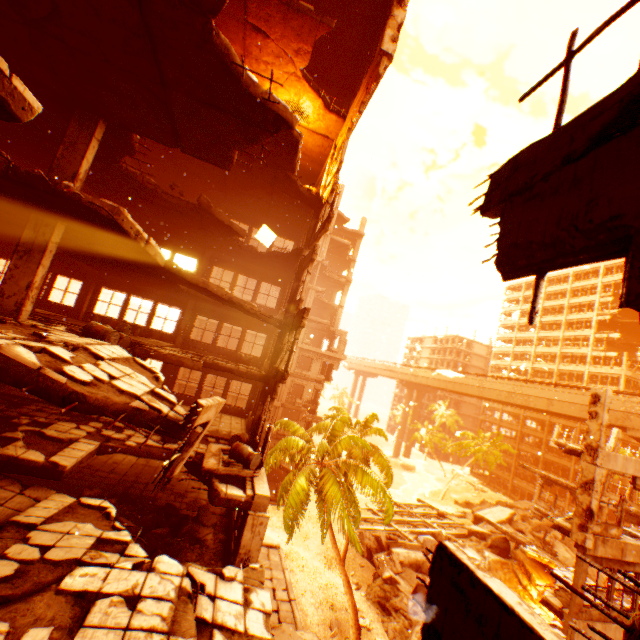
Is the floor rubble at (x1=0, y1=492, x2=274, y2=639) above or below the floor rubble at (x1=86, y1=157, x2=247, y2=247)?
below

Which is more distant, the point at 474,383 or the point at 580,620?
the point at 474,383

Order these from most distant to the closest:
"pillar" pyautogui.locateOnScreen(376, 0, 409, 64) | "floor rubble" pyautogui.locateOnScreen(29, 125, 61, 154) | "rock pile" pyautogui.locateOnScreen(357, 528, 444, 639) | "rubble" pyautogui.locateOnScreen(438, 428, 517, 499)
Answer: "rubble" pyautogui.locateOnScreen(438, 428, 517, 499)
"rock pile" pyautogui.locateOnScreen(357, 528, 444, 639)
"pillar" pyautogui.locateOnScreen(376, 0, 409, 64)
"floor rubble" pyautogui.locateOnScreen(29, 125, 61, 154)

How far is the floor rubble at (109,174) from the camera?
11.63m

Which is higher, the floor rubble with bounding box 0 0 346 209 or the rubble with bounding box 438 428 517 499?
the floor rubble with bounding box 0 0 346 209

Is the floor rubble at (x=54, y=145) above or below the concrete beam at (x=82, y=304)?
above

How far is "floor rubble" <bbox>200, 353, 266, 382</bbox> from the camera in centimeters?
1396cm

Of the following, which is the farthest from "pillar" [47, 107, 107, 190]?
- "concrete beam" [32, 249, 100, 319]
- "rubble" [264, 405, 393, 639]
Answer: "rubble" [264, 405, 393, 639]
